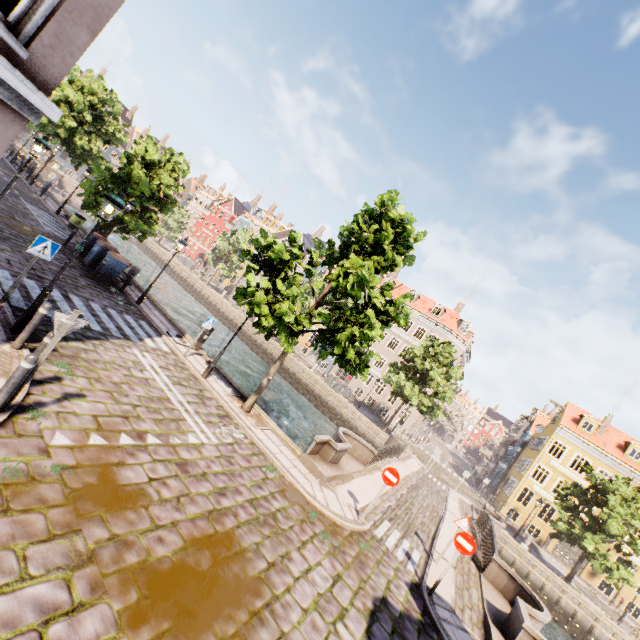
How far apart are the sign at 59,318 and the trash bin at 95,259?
12.7 meters

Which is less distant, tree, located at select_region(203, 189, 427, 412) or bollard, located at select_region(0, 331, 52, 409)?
bollard, located at select_region(0, 331, 52, 409)

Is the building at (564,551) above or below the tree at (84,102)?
below

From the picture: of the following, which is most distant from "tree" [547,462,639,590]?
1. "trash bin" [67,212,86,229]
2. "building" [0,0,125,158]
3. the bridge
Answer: Answer: "building" [0,0,125,158]

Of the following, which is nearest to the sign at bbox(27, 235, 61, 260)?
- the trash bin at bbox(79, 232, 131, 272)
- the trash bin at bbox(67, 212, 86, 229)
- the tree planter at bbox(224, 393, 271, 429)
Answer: the tree planter at bbox(224, 393, 271, 429)

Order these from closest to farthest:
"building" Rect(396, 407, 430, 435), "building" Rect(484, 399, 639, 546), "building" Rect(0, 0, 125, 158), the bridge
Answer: "building" Rect(0, 0, 125, 158) < the bridge < "building" Rect(484, 399, 639, 546) < "building" Rect(396, 407, 430, 435)

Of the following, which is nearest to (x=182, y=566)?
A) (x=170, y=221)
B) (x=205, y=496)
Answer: (x=205, y=496)

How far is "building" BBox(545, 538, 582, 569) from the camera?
29.4m
